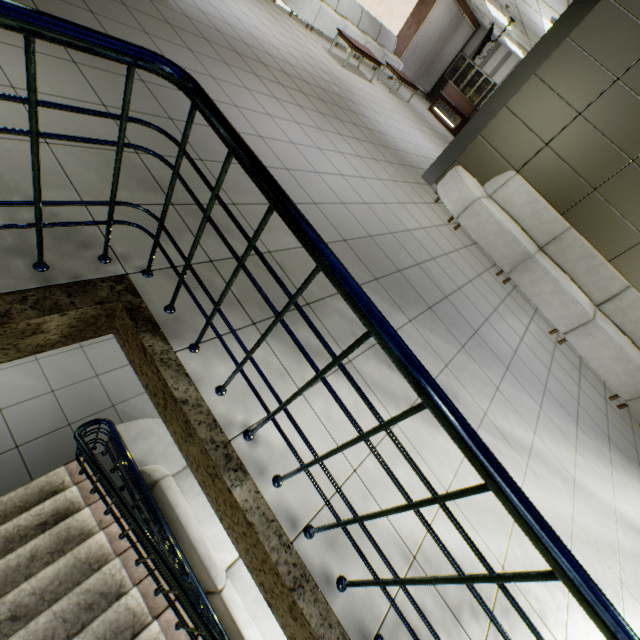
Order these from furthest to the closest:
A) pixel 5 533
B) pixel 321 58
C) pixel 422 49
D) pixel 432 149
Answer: pixel 422 49
pixel 432 149
pixel 321 58
pixel 5 533

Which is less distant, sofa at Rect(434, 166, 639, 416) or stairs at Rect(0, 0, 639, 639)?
stairs at Rect(0, 0, 639, 639)

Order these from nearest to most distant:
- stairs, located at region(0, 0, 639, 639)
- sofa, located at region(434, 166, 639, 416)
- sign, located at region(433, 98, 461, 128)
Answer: stairs, located at region(0, 0, 639, 639) < sofa, located at region(434, 166, 639, 416) < sign, located at region(433, 98, 461, 128)

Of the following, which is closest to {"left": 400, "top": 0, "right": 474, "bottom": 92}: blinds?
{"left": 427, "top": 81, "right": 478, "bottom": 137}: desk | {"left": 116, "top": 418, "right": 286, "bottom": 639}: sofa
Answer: {"left": 427, "top": 81, "right": 478, "bottom": 137}: desk

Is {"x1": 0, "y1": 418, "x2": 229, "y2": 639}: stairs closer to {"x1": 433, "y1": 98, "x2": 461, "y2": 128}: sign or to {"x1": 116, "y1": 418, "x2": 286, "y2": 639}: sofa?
{"x1": 116, "y1": 418, "x2": 286, "y2": 639}: sofa

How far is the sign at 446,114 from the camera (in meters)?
13.03

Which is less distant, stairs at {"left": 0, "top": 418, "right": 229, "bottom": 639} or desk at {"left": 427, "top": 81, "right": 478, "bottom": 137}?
stairs at {"left": 0, "top": 418, "right": 229, "bottom": 639}

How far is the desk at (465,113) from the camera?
12.7m
